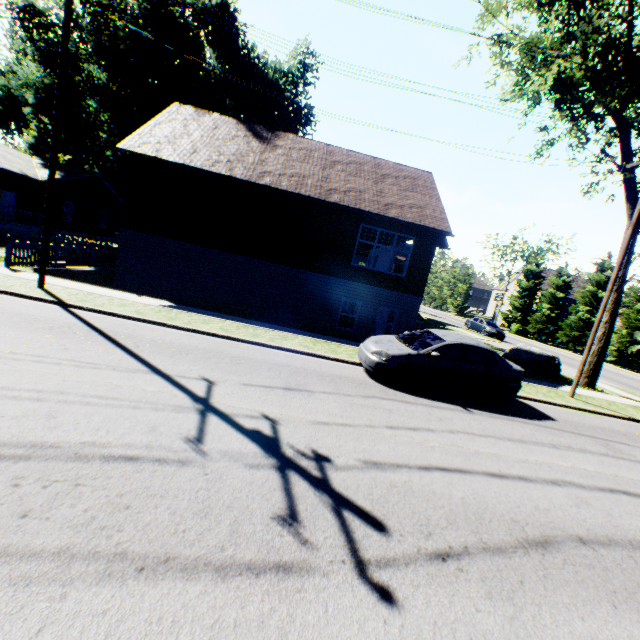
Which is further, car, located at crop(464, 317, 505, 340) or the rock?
car, located at crop(464, 317, 505, 340)

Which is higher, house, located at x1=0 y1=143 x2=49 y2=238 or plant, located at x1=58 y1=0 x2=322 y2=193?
plant, located at x1=58 y1=0 x2=322 y2=193

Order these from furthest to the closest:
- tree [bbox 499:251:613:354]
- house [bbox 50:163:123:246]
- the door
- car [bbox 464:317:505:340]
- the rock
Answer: tree [bbox 499:251:613:354] → car [bbox 464:317:505:340] → house [bbox 50:163:123:246] → the door → the rock

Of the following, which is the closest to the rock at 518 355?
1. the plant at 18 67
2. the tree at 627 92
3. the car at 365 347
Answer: the tree at 627 92

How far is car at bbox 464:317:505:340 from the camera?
30.9 meters

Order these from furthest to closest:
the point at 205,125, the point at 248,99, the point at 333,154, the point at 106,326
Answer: the point at 248,99, the point at 333,154, the point at 205,125, the point at 106,326

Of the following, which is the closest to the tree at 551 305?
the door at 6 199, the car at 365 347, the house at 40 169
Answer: the car at 365 347
